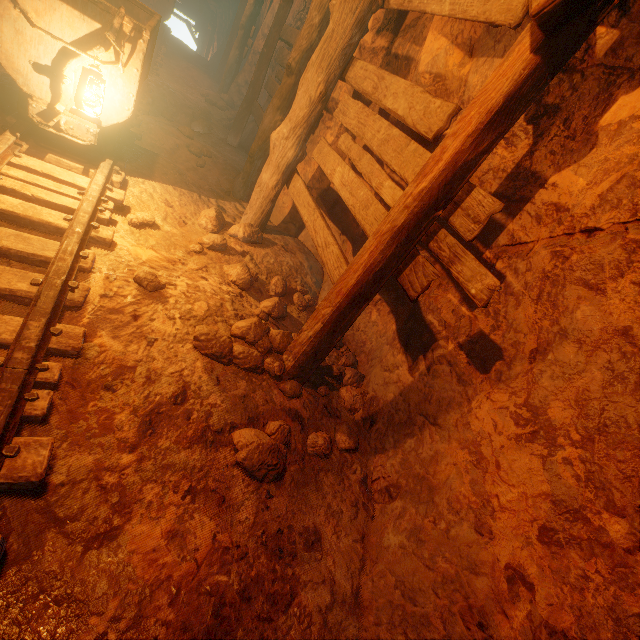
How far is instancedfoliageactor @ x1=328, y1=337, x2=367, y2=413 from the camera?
3.0 meters

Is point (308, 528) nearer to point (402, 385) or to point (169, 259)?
point (402, 385)

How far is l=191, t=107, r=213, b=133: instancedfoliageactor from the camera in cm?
649

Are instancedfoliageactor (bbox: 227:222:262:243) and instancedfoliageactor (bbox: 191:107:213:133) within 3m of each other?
no

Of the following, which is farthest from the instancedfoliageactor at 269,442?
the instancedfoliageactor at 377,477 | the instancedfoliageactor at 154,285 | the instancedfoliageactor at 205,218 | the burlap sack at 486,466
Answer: the instancedfoliageactor at 205,218

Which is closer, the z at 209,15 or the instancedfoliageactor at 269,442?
the instancedfoliageactor at 269,442

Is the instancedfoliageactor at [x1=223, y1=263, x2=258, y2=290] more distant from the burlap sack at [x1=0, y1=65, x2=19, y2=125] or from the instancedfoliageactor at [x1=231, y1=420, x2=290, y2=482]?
the instancedfoliageactor at [x1=231, y1=420, x2=290, y2=482]

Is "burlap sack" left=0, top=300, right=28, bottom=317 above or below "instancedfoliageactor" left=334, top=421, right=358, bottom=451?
above
